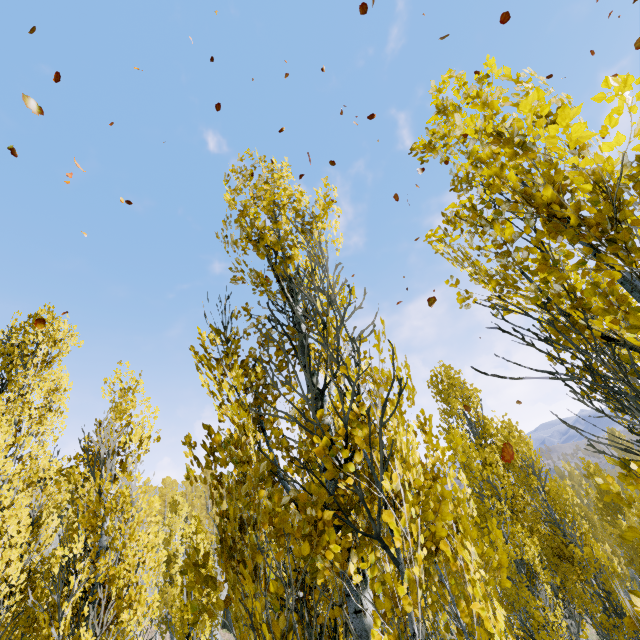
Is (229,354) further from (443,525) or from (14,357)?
(14,357)

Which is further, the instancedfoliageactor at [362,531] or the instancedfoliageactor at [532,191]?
the instancedfoliageactor at [362,531]

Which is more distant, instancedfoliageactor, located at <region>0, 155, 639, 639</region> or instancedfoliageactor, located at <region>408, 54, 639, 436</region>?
instancedfoliageactor, located at <region>0, 155, 639, 639</region>
